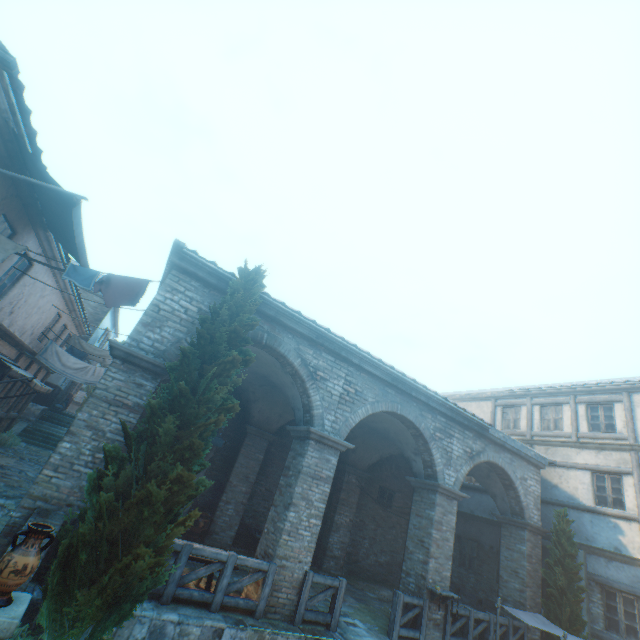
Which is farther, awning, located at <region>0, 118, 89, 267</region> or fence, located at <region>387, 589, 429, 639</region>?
fence, located at <region>387, 589, 429, 639</region>

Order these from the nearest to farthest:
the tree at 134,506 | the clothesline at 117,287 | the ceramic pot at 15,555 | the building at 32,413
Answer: the ceramic pot at 15,555 → the tree at 134,506 → the building at 32,413 → the clothesline at 117,287

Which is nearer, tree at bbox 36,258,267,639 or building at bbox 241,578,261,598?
tree at bbox 36,258,267,639

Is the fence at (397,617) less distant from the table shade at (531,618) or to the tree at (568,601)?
the table shade at (531,618)

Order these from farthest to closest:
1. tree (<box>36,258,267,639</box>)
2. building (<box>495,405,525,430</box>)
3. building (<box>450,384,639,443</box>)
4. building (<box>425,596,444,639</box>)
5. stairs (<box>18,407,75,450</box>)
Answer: stairs (<box>18,407,75,450</box>) < building (<box>495,405,525,430</box>) < building (<box>450,384,639,443</box>) < building (<box>425,596,444,639</box>) < tree (<box>36,258,267,639</box>)

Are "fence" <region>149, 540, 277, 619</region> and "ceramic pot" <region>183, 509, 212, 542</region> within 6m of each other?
yes

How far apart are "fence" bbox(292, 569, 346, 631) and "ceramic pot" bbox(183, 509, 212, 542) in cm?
463

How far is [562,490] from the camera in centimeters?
1421cm
